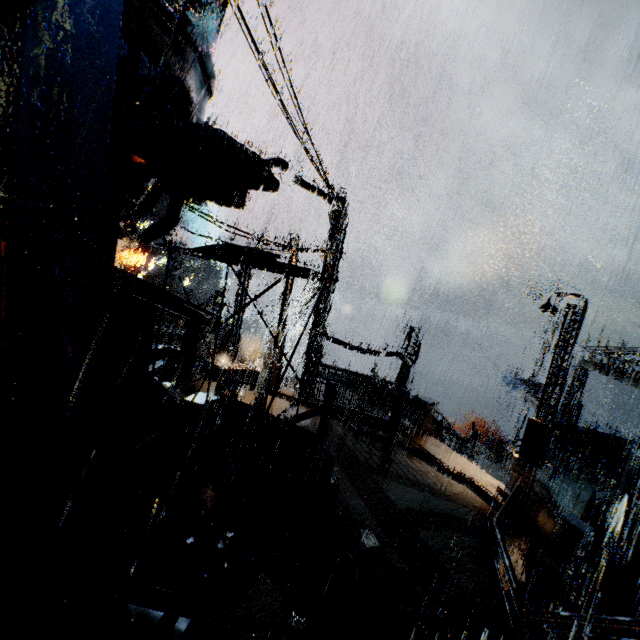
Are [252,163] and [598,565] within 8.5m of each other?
no

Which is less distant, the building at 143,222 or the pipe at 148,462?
the pipe at 148,462

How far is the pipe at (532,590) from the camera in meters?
10.0

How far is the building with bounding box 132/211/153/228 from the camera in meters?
55.1 m

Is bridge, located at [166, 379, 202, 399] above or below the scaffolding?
below

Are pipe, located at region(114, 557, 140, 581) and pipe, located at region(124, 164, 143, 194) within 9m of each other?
yes

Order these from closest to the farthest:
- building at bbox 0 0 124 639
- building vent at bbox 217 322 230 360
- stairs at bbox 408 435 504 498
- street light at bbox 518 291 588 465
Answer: building at bbox 0 0 124 639
street light at bbox 518 291 588 465
stairs at bbox 408 435 504 498
building vent at bbox 217 322 230 360
